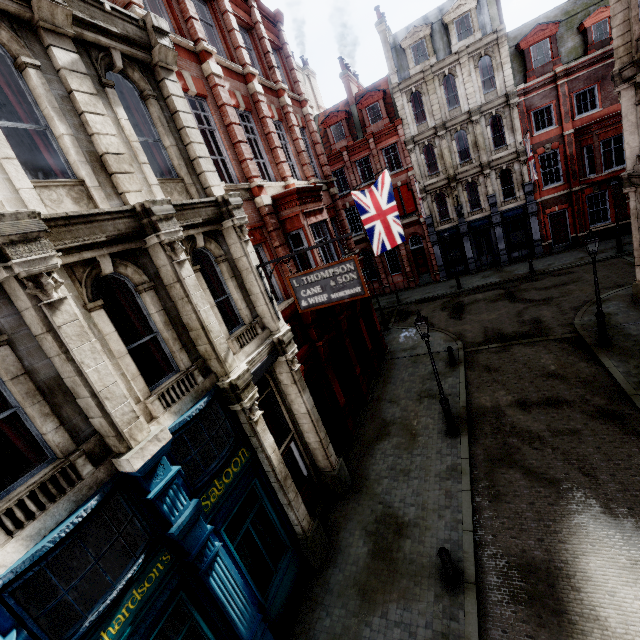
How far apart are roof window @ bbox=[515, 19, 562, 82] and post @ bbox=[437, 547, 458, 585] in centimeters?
3032cm

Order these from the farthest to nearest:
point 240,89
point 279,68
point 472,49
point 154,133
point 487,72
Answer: point 487,72, point 472,49, point 279,68, point 240,89, point 154,133

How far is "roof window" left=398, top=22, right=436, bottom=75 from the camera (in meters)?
24.33

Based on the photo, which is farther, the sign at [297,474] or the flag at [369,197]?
the flag at [369,197]

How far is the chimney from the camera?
25.4m

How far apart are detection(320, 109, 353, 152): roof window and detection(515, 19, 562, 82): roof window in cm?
1295

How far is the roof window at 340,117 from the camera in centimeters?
2861cm

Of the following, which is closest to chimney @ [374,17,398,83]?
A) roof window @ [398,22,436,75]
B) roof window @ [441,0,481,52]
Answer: roof window @ [398,22,436,75]
